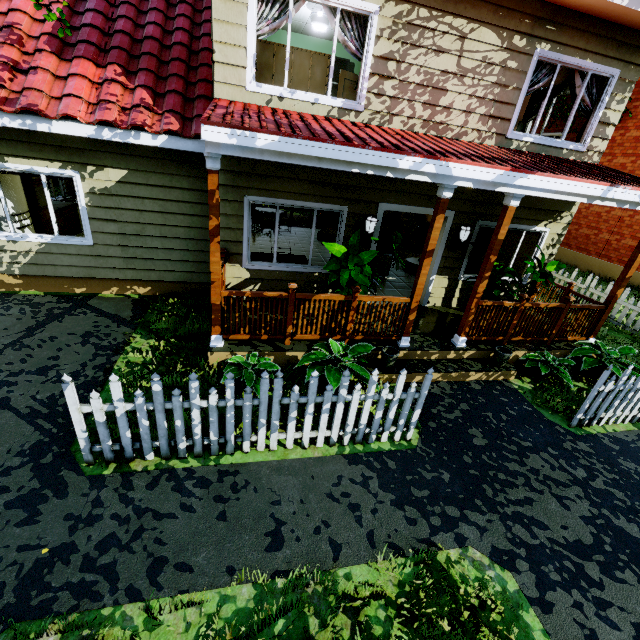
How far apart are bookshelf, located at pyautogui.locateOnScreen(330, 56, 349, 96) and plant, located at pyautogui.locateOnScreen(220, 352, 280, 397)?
8.8 meters

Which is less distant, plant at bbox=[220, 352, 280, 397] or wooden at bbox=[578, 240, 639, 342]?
plant at bbox=[220, 352, 280, 397]

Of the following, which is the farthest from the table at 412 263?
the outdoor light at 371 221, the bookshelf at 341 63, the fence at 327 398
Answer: the fence at 327 398

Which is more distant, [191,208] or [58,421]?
[191,208]

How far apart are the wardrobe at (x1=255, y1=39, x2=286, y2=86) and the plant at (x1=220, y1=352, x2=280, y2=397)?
7.6 meters

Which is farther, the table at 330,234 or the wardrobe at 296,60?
the table at 330,234

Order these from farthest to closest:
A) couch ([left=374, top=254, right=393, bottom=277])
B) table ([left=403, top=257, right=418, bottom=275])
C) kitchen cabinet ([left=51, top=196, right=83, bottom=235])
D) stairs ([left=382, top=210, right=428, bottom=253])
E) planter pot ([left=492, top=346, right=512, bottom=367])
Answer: stairs ([left=382, top=210, right=428, bottom=253])
table ([left=403, top=257, right=418, bottom=275])
couch ([left=374, top=254, right=393, bottom=277])
kitchen cabinet ([left=51, top=196, right=83, bottom=235])
planter pot ([left=492, top=346, right=512, bottom=367])

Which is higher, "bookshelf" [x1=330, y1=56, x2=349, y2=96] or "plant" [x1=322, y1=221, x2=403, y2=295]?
"bookshelf" [x1=330, y1=56, x2=349, y2=96]
